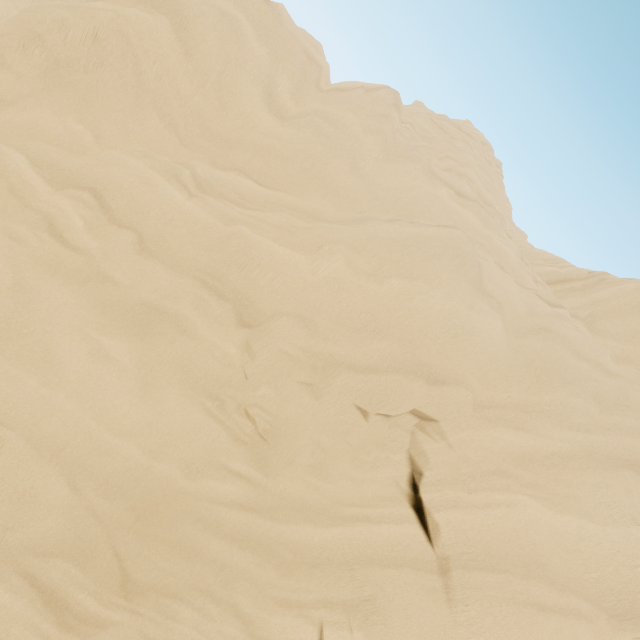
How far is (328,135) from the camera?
8.54m
